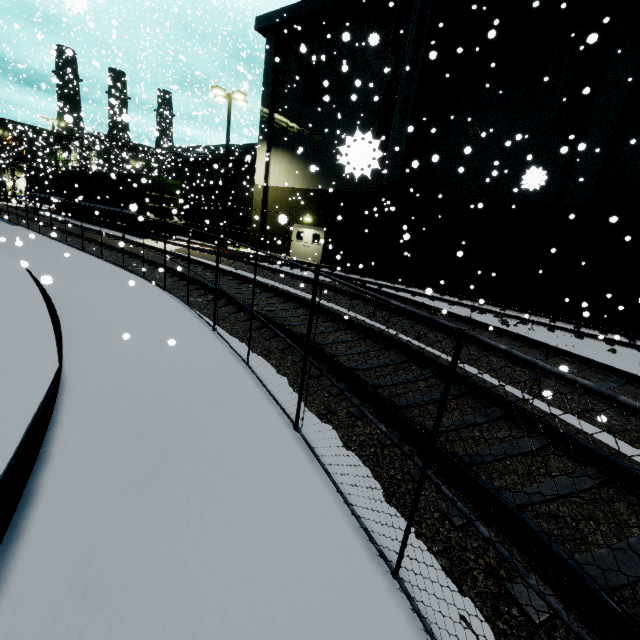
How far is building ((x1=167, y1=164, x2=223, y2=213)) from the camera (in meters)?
30.62

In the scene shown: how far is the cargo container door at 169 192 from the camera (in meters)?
21.02

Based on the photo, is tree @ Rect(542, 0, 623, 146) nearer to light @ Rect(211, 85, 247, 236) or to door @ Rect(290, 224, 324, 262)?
door @ Rect(290, 224, 324, 262)

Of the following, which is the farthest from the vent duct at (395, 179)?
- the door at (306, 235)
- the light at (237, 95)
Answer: the light at (237, 95)

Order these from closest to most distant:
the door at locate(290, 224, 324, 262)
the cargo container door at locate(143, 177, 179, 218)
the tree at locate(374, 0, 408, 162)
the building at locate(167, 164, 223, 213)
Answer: the tree at locate(374, 0, 408, 162) → the cargo container door at locate(143, 177, 179, 218) → the door at locate(290, 224, 324, 262) → the building at locate(167, 164, 223, 213)

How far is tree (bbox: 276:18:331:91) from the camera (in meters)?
20.12

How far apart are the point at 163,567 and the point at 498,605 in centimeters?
255cm

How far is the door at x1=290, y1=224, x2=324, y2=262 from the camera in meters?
22.9
